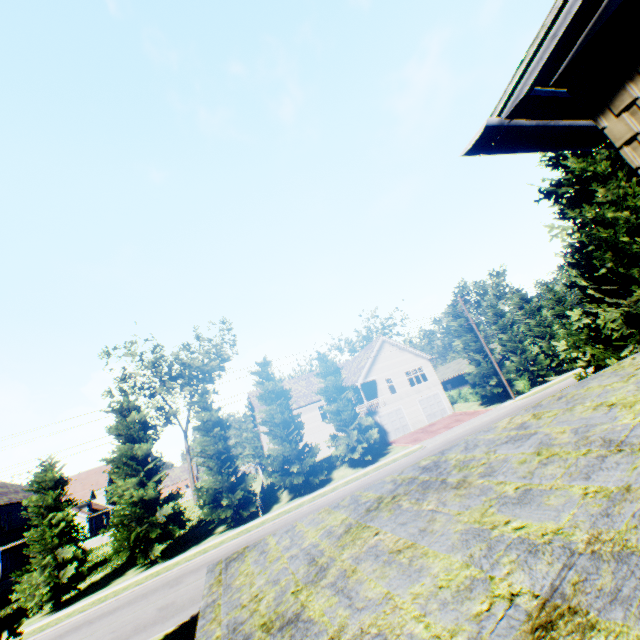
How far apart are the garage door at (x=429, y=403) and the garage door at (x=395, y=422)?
2.2m

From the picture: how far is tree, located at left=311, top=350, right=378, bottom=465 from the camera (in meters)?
27.33

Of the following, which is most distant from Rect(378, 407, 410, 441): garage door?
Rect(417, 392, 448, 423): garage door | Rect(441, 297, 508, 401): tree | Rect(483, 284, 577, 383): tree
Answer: Rect(483, 284, 577, 383): tree

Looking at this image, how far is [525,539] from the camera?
1.76m

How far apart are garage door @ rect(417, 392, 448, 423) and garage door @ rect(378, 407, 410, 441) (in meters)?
2.16

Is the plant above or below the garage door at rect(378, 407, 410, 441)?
above

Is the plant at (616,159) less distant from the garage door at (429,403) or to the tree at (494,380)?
the tree at (494,380)

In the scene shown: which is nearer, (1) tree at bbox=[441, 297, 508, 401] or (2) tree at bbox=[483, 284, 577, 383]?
(1) tree at bbox=[441, 297, 508, 401]
